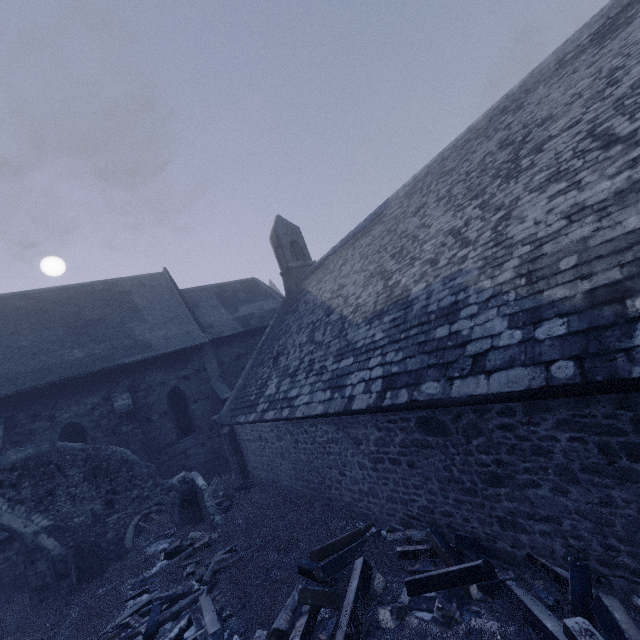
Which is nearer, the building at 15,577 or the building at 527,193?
the building at 527,193

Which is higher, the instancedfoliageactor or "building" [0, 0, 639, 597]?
"building" [0, 0, 639, 597]

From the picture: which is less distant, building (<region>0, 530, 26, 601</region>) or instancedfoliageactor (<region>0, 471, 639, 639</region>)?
instancedfoliageactor (<region>0, 471, 639, 639</region>)

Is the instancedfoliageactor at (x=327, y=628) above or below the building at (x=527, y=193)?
below

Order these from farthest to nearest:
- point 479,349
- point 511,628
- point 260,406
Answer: point 260,406 < point 479,349 < point 511,628

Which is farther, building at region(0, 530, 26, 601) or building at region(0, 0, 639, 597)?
building at region(0, 530, 26, 601)
